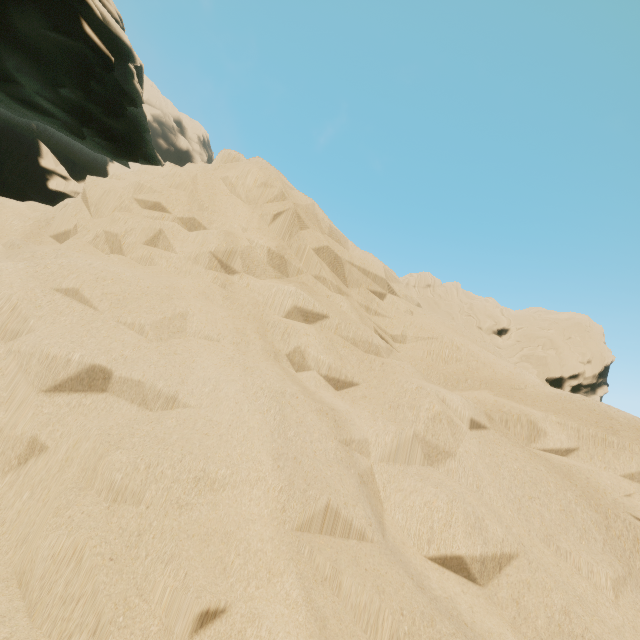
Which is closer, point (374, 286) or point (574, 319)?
point (374, 286)
